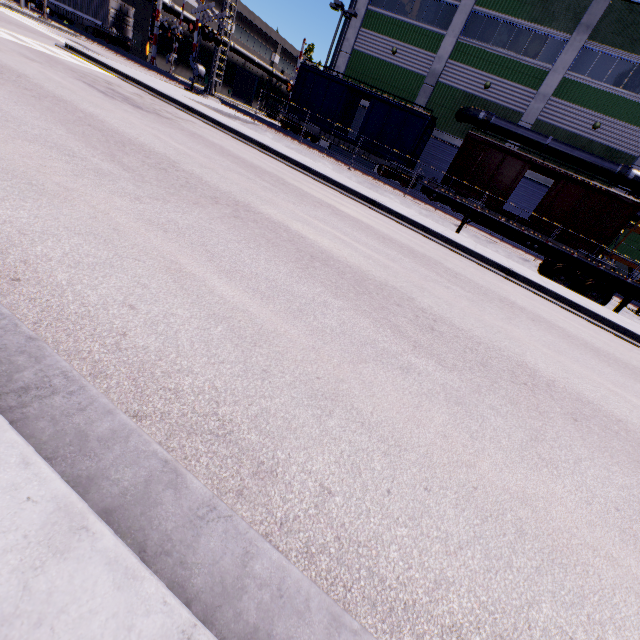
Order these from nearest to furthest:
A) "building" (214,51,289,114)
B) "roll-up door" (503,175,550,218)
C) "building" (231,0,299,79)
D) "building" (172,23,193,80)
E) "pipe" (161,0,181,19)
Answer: "roll-up door" (503,175,550,218), "pipe" (161,0,181,19), "building" (172,23,193,80), "building" (231,0,299,79), "building" (214,51,289,114)

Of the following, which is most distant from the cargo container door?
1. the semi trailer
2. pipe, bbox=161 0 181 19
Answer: the semi trailer

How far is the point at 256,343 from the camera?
2.47m

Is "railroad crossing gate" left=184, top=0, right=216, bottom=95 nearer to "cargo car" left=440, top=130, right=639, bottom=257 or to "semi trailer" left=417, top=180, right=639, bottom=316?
"cargo car" left=440, top=130, right=639, bottom=257

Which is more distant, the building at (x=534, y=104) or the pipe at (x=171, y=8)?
the pipe at (x=171, y=8)

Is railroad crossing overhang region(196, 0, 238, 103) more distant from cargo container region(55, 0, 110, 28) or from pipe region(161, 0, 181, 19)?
cargo container region(55, 0, 110, 28)

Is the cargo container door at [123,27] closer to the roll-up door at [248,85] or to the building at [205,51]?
the building at [205,51]

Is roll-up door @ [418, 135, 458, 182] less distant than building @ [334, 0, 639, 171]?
No
